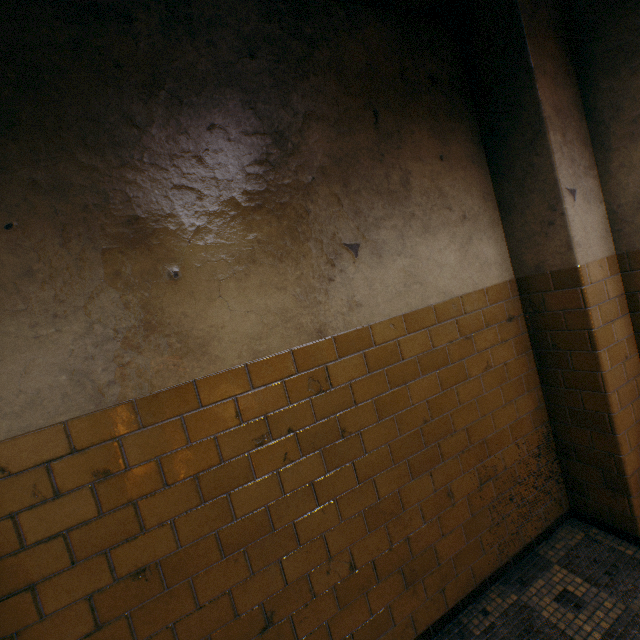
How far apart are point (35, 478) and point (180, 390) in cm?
62
